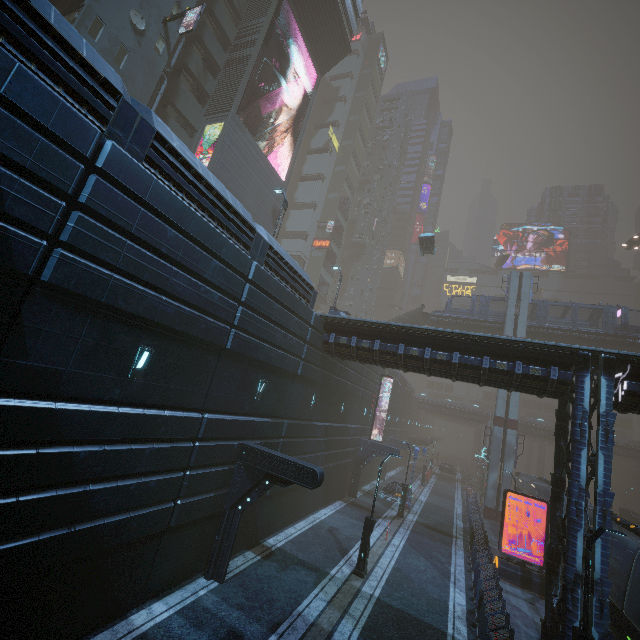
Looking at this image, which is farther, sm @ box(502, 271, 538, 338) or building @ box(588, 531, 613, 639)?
sm @ box(502, 271, 538, 338)

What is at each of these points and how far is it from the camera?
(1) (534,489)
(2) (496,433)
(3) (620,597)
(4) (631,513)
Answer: (1) train, 32.2m
(2) sm, 33.8m
(3) train, 14.9m
(4) building, 34.8m

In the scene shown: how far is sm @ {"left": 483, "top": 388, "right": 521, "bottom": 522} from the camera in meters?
32.1

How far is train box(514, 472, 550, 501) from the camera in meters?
27.3

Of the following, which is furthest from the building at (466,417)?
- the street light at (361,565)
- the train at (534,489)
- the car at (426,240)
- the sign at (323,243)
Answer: the car at (426,240)

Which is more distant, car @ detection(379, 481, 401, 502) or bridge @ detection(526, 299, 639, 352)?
bridge @ detection(526, 299, 639, 352)

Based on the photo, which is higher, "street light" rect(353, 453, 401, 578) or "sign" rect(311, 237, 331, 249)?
"sign" rect(311, 237, 331, 249)

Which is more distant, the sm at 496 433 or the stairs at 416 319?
the stairs at 416 319
